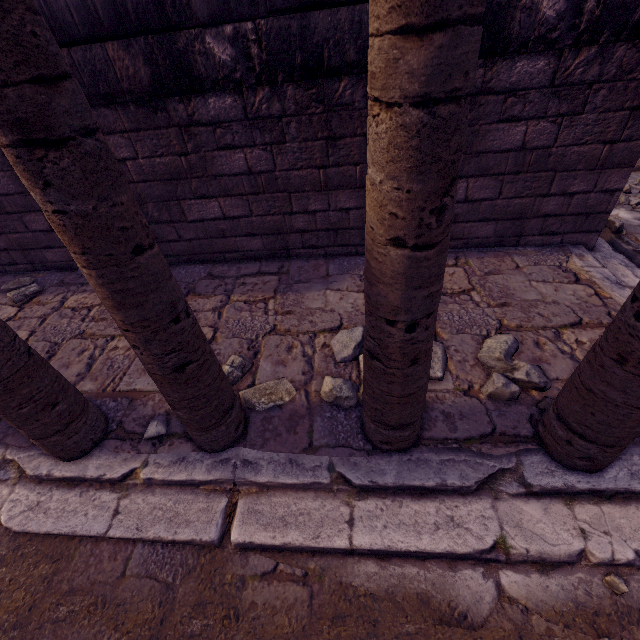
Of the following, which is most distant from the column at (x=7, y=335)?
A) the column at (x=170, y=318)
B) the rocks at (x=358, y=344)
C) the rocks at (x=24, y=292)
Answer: the rocks at (x=24, y=292)

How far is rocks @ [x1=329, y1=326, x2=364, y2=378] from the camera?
2.6 meters

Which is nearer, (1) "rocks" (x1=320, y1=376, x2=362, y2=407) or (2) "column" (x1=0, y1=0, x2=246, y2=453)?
(2) "column" (x1=0, y1=0, x2=246, y2=453)

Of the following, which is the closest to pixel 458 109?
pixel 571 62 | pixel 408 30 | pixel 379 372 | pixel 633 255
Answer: pixel 408 30

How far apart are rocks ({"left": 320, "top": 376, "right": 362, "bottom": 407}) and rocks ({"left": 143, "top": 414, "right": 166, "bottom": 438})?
1.2 meters

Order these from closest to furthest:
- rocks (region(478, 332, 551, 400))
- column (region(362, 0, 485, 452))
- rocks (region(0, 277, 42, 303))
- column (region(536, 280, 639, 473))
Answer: column (region(362, 0, 485, 452)), column (region(536, 280, 639, 473)), rocks (region(478, 332, 551, 400)), rocks (region(0, 277, 42, 303))

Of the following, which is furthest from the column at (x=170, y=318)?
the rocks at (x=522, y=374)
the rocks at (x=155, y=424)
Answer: the rocks at (x=522, y=374)

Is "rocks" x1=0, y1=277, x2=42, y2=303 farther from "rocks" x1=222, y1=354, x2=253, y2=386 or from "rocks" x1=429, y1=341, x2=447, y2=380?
"rocks" x1=429, y1=341, x2=447, y2=380
